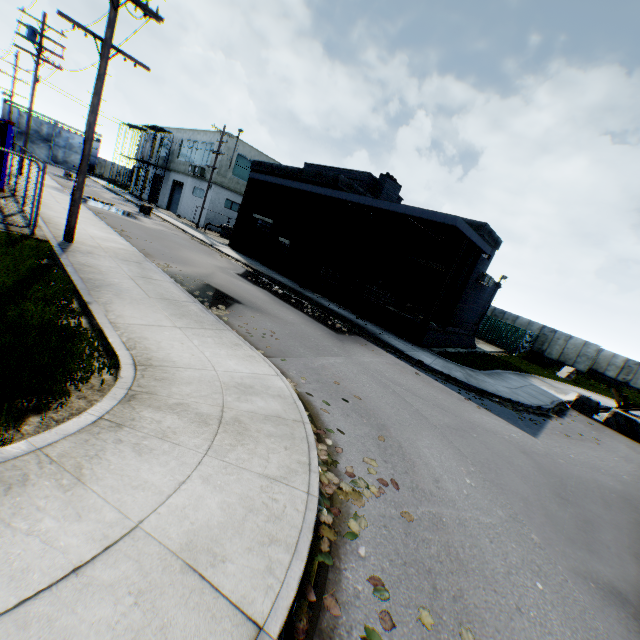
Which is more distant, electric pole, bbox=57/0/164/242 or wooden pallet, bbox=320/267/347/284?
wooden pallet, bbox=320/267/347/284

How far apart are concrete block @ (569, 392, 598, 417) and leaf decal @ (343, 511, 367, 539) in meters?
15.6

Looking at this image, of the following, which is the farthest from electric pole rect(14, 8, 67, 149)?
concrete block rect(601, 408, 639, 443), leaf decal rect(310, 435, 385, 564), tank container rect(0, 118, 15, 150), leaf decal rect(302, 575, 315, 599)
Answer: concrete block rect(601, 408, 639, 443)

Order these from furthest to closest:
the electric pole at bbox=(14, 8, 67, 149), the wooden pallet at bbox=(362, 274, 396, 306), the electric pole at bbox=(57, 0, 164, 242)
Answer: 1. the electric pole at bbox=(14, 8, 67, 149)
2. the wooden pallet at bbox=(362, 274, 396, 306)
3. the electric pole at bbox=(57, 0, 164, 242)

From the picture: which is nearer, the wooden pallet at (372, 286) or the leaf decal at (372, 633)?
the leaf decal at (372, 633)

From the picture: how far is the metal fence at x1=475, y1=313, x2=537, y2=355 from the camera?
28.50m

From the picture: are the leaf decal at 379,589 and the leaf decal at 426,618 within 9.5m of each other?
yes

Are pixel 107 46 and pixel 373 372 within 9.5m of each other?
no
